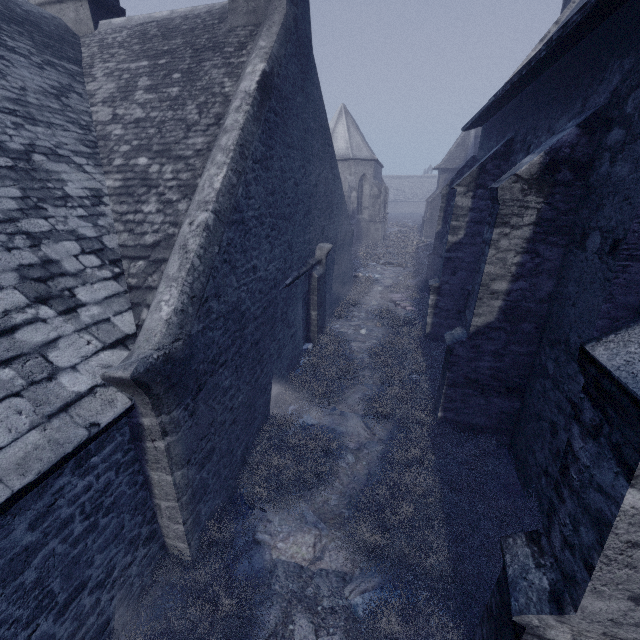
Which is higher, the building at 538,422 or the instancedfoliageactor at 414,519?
the building at 538,422

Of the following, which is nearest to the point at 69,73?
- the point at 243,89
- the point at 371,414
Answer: the point at 243,89

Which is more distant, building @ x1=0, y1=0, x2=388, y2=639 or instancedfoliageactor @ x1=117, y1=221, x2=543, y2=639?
instancedfoliageactor @ x1=117, y1=221, x2=543, y2=639

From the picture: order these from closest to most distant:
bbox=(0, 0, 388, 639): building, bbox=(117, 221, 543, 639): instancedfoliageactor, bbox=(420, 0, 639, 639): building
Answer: bbox=(420, 0, 639, 639): building, bbox=(0, 0, 388, 639): building, bbox=(117, 221, 543, 639): instancedfoliageactor

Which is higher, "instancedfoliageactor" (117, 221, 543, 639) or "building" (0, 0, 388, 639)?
"building" (0, 0, 388, 639)

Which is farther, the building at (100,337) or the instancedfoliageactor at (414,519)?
the instancedfoliageactor at (414,519)
